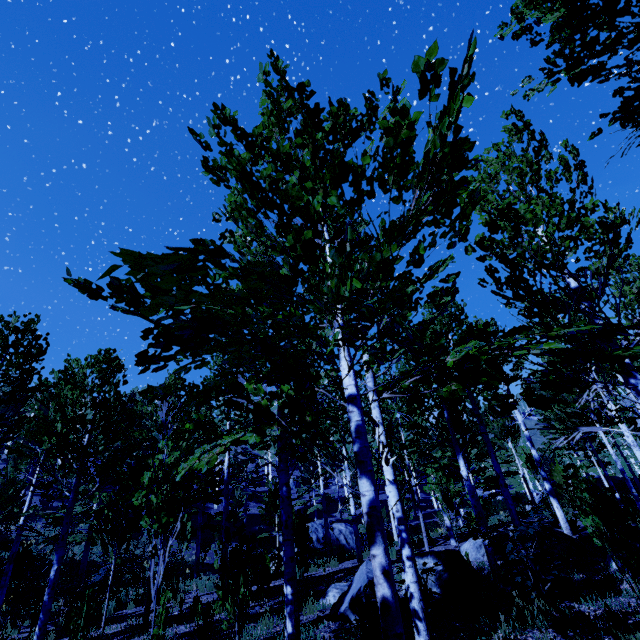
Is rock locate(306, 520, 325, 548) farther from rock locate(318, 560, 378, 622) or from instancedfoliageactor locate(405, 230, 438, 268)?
rock locate(318, 560, 378, 622)

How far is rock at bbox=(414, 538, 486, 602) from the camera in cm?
655

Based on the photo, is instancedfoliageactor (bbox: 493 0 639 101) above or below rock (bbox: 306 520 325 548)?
above

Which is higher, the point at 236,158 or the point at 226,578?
the point at 236,158

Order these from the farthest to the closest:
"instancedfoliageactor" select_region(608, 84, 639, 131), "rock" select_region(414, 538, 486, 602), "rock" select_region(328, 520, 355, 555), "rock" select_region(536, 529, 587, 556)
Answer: "rock" select_region(328, 520, 355, 555), "rock" select_region(536, 529, 587, 556), "rock" select_region(414, 538, 486, 602), "instancedfoliageactor" select_region(608, 84, 639, 131)

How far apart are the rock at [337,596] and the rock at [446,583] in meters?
0.5

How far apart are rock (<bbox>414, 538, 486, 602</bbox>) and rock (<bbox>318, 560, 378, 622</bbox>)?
0.5 meters

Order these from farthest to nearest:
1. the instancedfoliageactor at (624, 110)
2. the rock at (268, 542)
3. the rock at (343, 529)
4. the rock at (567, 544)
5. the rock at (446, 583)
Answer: the rock at (343, 529), the rock at (268, 542), the rock at (567, 544), the rock at (446, 583), the instancedfoliageactor at (624, 110)
